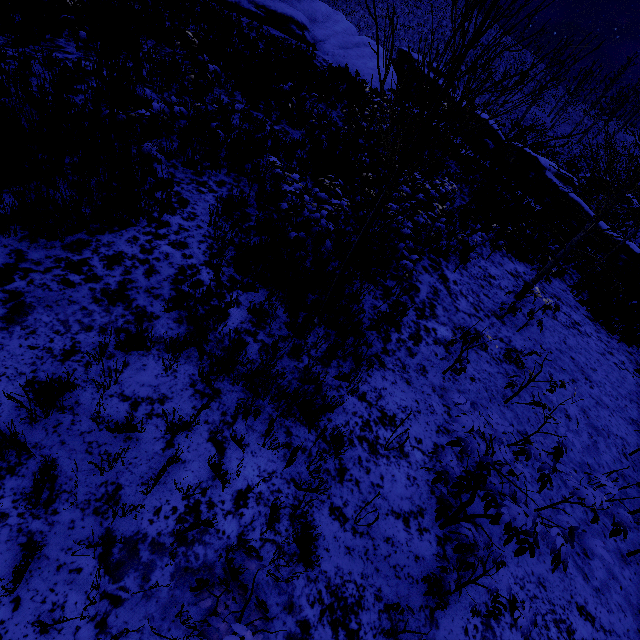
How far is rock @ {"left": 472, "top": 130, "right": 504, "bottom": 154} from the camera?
21.94m

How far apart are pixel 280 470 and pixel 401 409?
1.9 meters

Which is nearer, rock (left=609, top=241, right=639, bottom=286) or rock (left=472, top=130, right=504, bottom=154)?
rock (left=609, top=241, right=639, bottom=286)

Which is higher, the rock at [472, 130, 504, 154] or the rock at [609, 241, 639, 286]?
the rock at [472, 130, 504, 154]

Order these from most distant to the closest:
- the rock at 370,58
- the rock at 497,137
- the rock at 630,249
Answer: the rock at 497,137, the rock at 630,249, the rock at 370,58

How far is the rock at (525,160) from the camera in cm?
2084
